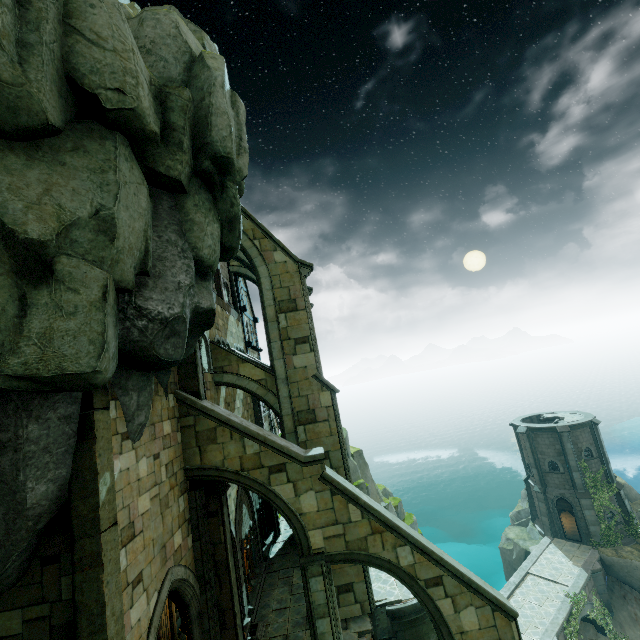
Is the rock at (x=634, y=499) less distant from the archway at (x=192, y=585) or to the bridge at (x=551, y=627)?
the bridge at (x=551, y=627)

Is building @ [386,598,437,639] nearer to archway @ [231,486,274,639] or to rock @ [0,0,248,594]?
rock @ [0,0,248,594]

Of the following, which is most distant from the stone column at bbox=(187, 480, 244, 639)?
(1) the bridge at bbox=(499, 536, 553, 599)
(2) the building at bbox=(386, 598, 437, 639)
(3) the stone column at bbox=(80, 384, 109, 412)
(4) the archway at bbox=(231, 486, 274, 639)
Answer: (1) the bridge at bbox=(499, 536, 553, 599)

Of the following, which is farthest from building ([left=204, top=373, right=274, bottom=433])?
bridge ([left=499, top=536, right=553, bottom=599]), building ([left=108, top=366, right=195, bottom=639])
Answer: bridge ([left=499, top=536, right=553, bottom=599])

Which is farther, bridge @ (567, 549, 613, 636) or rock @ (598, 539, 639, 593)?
rock @ (598, 539, 639, 593)

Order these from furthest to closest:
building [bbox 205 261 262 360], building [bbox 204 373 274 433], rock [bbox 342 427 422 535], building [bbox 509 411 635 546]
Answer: building [bbox 509 411 635 546]
rock [bbox 342 427 422 535]
building [bbox 205 261 262 360]
building [bbox 204 373 274 433]

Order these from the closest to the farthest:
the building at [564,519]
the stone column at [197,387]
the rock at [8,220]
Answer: the rock at [8,220], the stone column at [197,387], the building at [564,519]

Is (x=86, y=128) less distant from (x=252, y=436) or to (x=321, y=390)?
(x=252, y=436)
